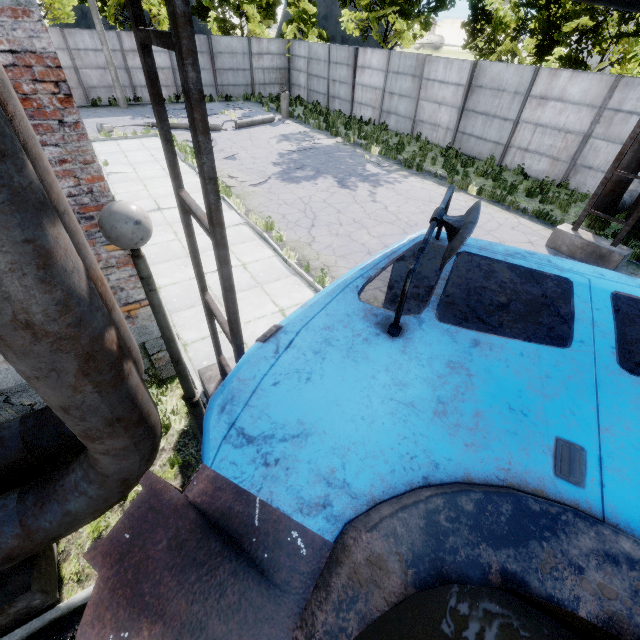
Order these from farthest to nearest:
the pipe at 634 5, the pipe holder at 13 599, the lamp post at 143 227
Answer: the pipe at 634 5 → the pipe holder at 13 599 → the lamp post at 143 227

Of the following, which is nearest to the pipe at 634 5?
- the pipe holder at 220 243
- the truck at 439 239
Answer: the pipe holder at 220 243

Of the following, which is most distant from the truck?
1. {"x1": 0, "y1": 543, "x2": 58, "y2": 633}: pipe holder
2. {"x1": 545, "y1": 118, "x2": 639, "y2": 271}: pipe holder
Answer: {"x1": 545, "y1": 118, "x2": 639, "y2": 271}: pipe holder

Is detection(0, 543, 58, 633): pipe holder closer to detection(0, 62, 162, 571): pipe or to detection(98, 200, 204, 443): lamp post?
detection(0, 62, 162, 571): pipe

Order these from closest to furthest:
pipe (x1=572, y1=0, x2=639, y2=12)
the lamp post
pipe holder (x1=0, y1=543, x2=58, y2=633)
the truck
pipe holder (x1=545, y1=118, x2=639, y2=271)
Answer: the truck
the lamp post
pipe holder (x1=0, y1=543, x2=58, y2=633)
pipe (x1=572, y1=0, x2=639, y2=12)
pipe holder (x1=545, y1=118, x2=639, y2=271)

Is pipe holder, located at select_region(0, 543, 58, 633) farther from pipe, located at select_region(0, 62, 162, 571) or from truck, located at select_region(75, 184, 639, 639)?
truck, located at select_region(75, 184, 639, 639)

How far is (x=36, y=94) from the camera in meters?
2.7

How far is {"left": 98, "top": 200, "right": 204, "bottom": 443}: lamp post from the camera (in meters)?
2.05
